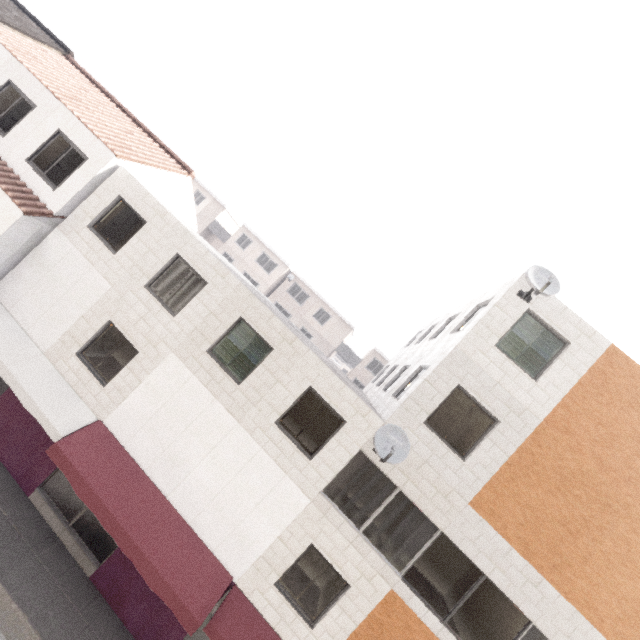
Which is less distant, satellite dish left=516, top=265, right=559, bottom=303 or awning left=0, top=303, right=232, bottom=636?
awning left=0, top=303, right=232, bottom=636

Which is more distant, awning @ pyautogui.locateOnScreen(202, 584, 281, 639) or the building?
the building

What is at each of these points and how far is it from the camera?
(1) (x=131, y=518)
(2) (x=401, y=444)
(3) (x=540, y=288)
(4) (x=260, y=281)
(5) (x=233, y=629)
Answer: (1) awning, 8.45m
(2) satellite dish, 8.58m
(3) satellite dish, 8.65m
(4) building, 35.75m
(5) awning, 8.07m

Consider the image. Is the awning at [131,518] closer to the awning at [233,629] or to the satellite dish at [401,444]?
the awning at [233,629]

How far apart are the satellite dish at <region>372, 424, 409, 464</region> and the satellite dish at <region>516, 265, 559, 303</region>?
5.2m

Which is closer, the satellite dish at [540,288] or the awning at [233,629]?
the awning at [233,629]

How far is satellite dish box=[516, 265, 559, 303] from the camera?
8.6m

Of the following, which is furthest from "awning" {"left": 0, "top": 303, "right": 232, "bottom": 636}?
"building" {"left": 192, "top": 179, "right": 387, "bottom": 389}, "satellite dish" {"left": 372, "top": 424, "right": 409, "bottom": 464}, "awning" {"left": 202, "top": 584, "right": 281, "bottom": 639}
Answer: "building" {"left": 192, "top": 179, "right": 387, "bottom": 389}
